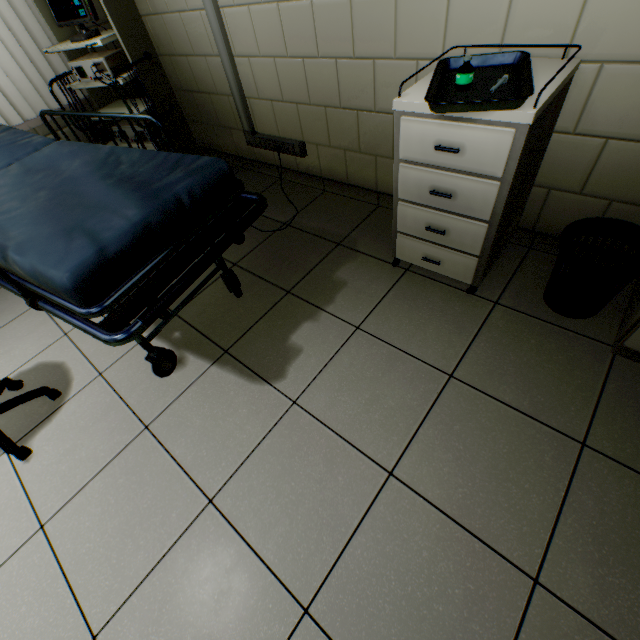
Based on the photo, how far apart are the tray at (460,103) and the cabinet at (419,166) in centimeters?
2cm

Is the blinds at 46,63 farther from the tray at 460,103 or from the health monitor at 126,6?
the tray at 460,103

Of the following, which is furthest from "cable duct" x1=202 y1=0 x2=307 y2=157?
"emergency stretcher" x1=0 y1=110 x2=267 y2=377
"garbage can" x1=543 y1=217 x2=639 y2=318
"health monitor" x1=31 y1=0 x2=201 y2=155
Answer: "garbage can" x1=543 y1=217 x2=639 y2=318

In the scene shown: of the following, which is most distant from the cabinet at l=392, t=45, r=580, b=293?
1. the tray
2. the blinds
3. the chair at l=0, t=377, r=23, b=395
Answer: the blinds

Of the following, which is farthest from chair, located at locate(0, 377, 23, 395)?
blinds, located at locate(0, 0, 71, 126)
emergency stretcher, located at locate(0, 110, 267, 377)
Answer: blinds, located at locate(0, 0, 71, 126)

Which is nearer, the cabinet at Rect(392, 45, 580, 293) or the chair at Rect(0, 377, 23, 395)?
→ the cabinet at Rect(392, 45, 580, 293)

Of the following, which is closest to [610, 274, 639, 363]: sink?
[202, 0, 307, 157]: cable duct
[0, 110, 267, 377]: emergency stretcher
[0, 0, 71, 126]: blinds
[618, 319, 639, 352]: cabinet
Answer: [618, 319, 639, 352]: cabinet

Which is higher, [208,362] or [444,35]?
[444,35]
